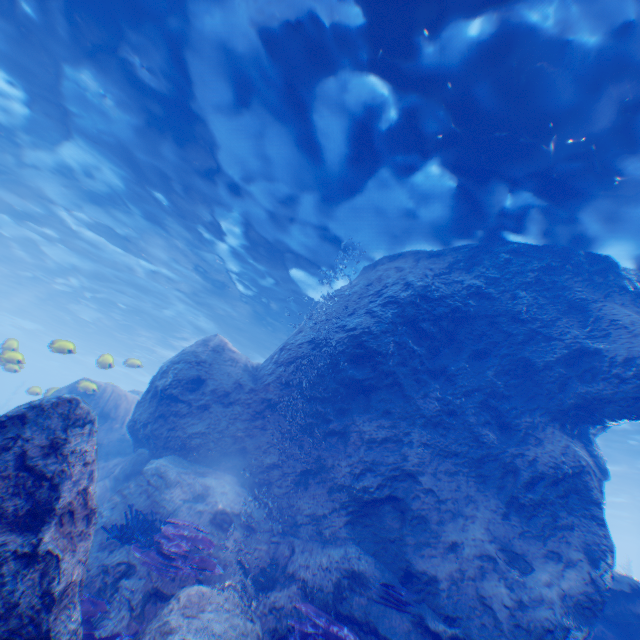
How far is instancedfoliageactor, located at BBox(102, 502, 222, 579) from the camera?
5.4m

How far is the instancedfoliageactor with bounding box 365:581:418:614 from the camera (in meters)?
5.61

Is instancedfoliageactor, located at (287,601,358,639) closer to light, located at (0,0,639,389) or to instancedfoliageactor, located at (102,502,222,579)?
instancedfoliageactor, located at (102,502,222,579)

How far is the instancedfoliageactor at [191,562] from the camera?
5.4m

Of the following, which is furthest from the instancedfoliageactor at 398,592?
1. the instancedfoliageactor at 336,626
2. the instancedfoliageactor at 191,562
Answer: the instancedfoliageactor at 191,562

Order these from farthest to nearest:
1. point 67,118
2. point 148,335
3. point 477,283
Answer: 1. point 148,335
2. point 67,118
3. point 477,283

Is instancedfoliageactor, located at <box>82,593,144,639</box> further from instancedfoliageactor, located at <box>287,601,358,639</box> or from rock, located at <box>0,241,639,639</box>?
instancedfoliageactor, located at <box>287,601,358,639</box>

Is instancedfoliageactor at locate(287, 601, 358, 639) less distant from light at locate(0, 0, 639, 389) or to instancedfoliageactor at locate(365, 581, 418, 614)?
instancedfoliageactor at locate(365, 581, 418, 614)
